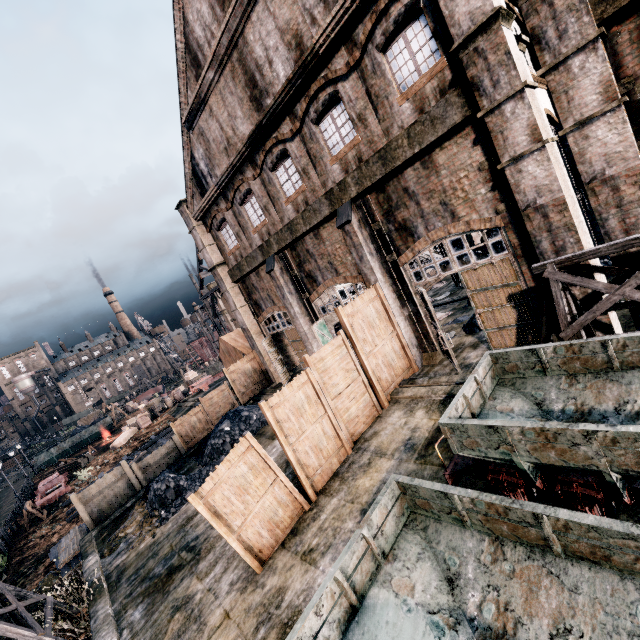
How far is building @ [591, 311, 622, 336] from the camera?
9.38m

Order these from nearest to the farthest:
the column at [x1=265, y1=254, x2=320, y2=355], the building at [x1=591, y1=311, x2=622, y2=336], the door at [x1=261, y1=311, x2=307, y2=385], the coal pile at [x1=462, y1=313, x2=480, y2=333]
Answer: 1. the building at [x1=591, y1=311, x2=622, y2=336]
2. the coal pile at [x1=462, y1=313, x2=480, y2=333]
3. the column at [x1=265, y1=254, x2=320, y2=355]
4. the door at [x1=261, y1=311, x2=307, y2=385]

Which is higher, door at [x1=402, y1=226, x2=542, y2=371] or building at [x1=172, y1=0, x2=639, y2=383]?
building at [x1=172, y1=0, x2=639, y2=383]

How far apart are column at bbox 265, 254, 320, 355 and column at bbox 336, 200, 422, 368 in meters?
5.7

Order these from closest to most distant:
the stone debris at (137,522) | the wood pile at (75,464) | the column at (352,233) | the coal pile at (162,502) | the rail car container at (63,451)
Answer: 1. the stone debris at (137,522)
2. the column at (352,233)
3. the coal pile at (162,502)
4. the wood pile at (75,464)
5. the rail car container at (63,451)

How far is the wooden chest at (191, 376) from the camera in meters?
48.8

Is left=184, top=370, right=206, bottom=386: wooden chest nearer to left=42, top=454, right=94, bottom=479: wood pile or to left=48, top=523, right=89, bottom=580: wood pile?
left=42, top=454, right=94, bottom=479: wood pile

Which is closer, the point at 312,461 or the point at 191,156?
the point at 312,461
